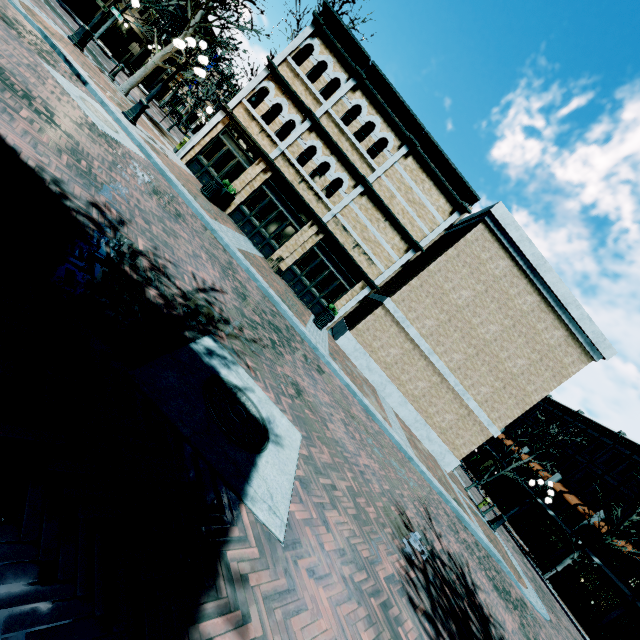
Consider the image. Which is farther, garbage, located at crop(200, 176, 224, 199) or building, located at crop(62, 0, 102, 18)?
building, located at crop(62, 0, 102, 18)

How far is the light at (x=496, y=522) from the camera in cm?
Result: 1516

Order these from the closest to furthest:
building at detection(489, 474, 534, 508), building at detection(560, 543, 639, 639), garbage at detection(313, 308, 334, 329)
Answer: garbage at detection(313, 308, 334, 329), building at detection(560, 543, 639, 639), building at detection(489, 474, 534, 508)

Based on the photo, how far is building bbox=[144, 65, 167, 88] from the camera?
34.88m

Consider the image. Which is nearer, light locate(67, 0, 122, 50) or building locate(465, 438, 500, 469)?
light locate(67, 0, 122, 50)

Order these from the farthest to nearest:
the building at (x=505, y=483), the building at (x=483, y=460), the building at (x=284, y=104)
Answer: the building at (x=483, y=460) < the building at (x=505, y=483) < the building at (x=284, y=104)

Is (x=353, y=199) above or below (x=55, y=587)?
above

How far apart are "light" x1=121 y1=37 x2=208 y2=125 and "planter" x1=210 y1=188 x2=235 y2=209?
3.46m
